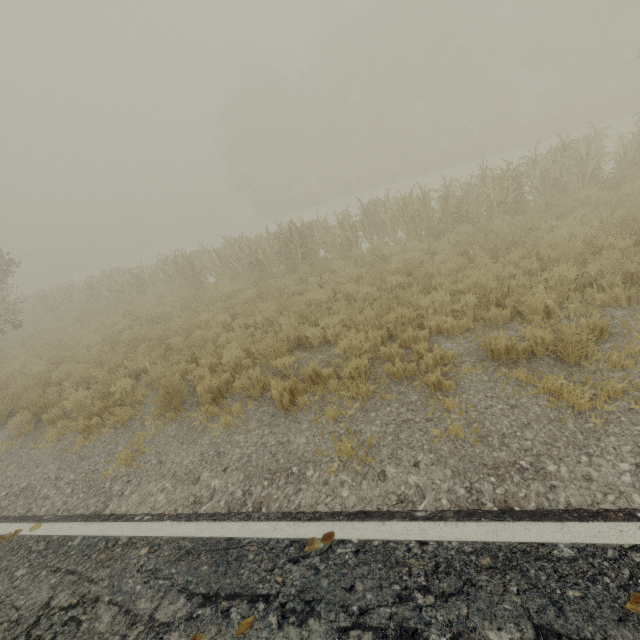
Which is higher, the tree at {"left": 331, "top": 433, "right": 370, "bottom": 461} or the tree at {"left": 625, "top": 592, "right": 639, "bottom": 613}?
the tree at {"left": 625, "top": 592, "right": 639, "bottom": 613}

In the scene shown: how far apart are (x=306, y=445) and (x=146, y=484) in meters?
2.4

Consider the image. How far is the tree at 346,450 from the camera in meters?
3.8

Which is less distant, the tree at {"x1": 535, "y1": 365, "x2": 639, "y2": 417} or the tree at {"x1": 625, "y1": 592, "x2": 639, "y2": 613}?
the tree at {"x1": 625, "y1": 592, "x2": 639, "y2": 613}

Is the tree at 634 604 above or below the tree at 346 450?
above

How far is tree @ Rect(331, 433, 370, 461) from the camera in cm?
379
